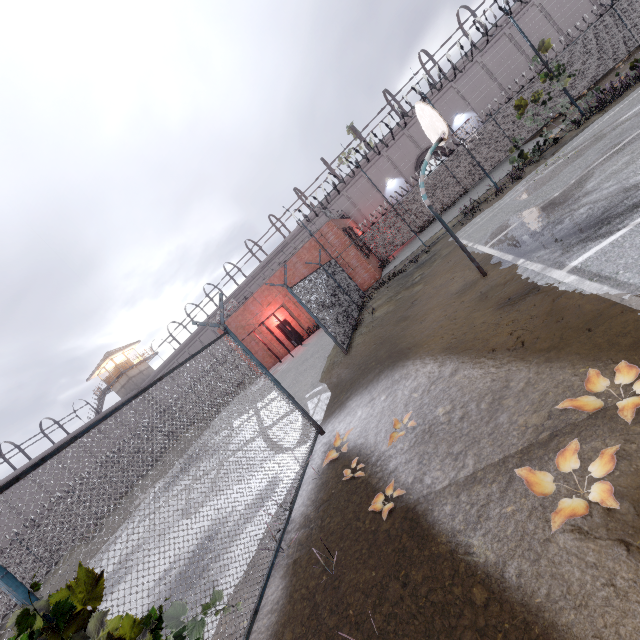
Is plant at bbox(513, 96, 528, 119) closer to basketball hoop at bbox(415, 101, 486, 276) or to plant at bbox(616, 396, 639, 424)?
basketball hoop at bbox(415, 101, 486, 276)

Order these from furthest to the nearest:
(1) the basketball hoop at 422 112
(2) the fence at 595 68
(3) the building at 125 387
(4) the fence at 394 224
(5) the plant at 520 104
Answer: (3) the building at 125 387 < (4) the fence at 394 224 < (2) the fence at 595 68 < (5) the plant at 520 104 < (1) the basketball hoop at 422 112

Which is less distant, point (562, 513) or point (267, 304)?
point (562, 513)

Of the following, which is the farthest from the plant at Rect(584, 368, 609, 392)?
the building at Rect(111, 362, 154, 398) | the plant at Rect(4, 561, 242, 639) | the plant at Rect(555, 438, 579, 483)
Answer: the building at Rect(111, 362, 154, 398)

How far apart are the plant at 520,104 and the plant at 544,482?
16.3m

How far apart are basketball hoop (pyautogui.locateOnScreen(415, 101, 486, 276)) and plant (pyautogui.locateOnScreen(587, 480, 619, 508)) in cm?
539

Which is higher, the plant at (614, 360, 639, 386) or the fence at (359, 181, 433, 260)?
the fence at (359, 181, 433, 260)
